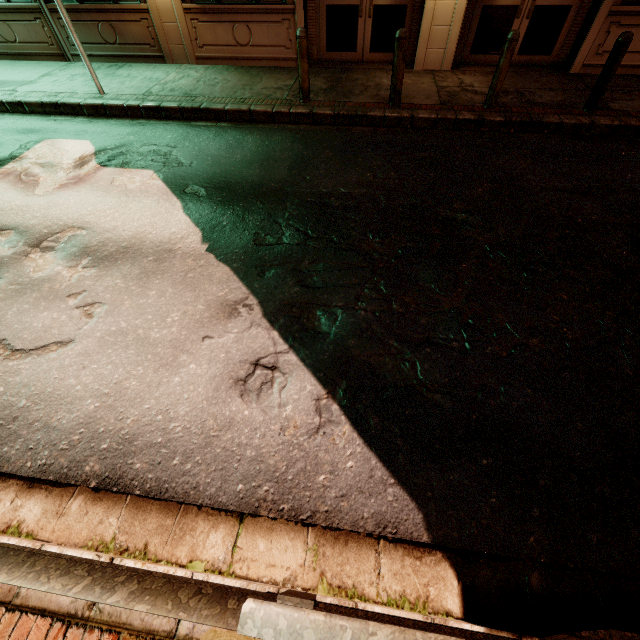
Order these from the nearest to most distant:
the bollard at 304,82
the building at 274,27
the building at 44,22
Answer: the bollard at 304,82
the building at 274,27
the building at 44,22

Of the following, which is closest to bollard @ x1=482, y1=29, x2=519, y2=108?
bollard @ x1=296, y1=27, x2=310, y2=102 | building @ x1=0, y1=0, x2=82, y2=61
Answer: building @ x1=0, y1=0, x2=82, y2=61

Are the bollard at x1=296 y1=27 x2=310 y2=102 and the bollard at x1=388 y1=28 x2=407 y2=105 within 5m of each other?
yes

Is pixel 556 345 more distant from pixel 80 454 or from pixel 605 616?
pixel 80 454

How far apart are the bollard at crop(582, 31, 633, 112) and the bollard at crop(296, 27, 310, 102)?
5.67m

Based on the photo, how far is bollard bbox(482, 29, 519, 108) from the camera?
5.93m

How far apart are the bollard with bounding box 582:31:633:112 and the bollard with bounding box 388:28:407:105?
3.70m

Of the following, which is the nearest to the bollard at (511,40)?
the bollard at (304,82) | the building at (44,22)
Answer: the building at (44,22)
